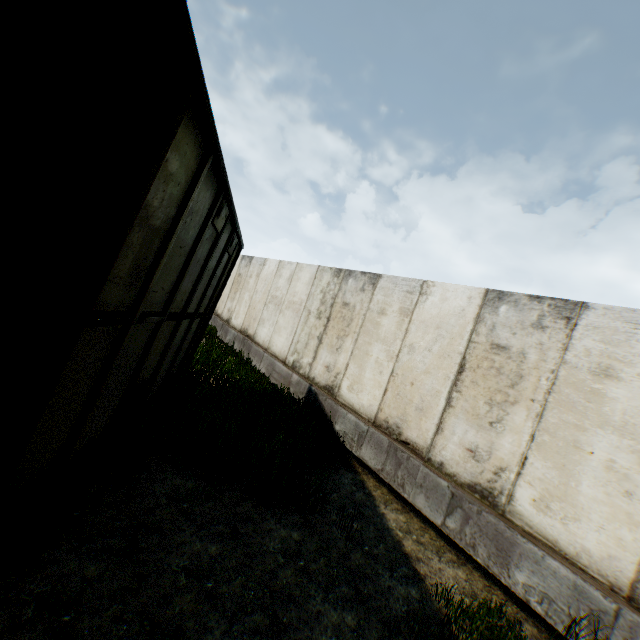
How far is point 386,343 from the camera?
6.4 meters
